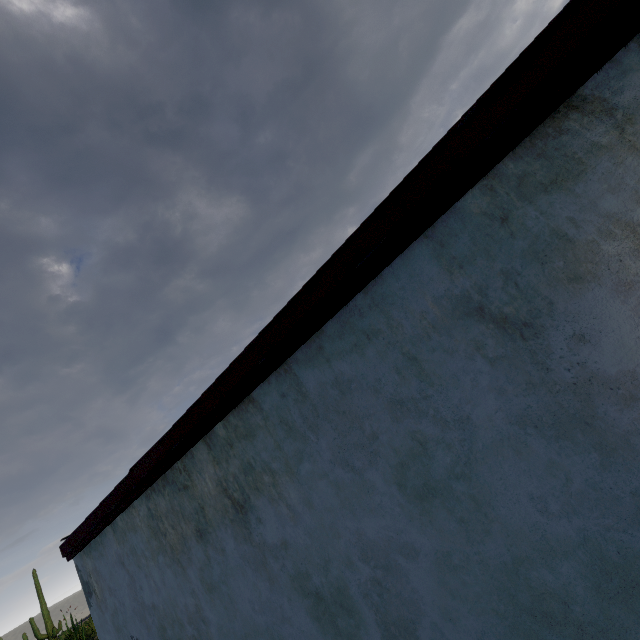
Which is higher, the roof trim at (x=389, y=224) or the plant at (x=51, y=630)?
the roof trim at (x=389, y=224)

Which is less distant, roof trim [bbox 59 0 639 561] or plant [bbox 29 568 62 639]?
roof trim [bbox 59 0 639 561]

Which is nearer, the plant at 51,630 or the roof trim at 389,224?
the roof trim at 389,224

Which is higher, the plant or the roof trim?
the roof trim

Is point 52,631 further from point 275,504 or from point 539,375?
point 539,375
